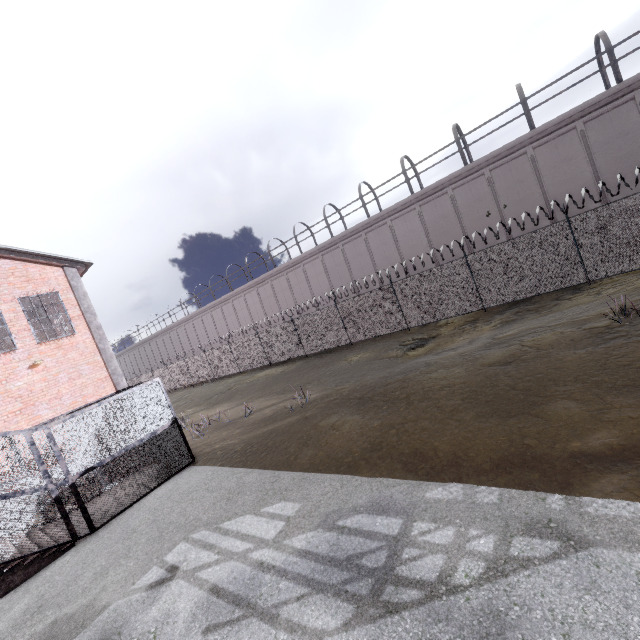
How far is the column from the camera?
14.5m

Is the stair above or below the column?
below

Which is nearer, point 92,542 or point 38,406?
point 92,542

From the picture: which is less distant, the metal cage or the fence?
the metal cage

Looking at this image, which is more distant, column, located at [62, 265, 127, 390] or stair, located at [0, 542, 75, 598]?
column, located at [62, 265, 127, 390]

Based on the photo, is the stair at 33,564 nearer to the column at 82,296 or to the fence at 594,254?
the column at 82,296

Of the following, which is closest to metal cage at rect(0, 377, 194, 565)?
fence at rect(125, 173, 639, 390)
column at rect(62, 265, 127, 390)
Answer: Result: column at rect(62, 265, 127, 390)

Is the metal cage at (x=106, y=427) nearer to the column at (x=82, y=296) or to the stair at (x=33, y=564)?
the stair at (x=33, y=564)
